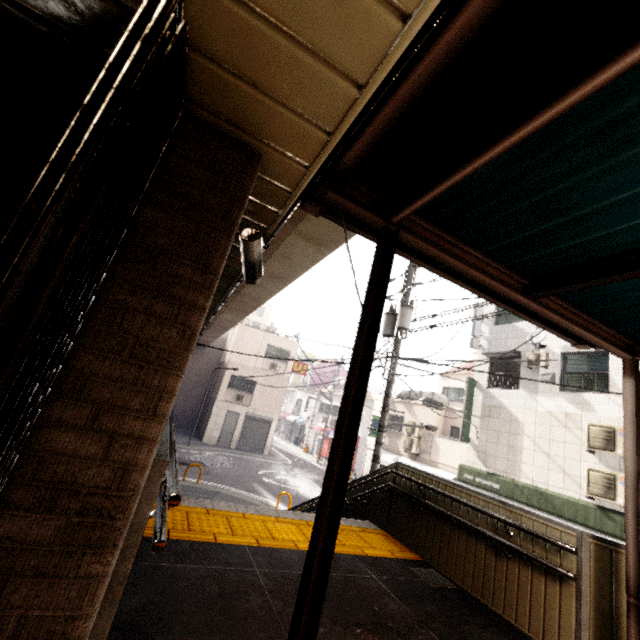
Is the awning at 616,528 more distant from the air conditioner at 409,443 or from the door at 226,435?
the door at 226,435

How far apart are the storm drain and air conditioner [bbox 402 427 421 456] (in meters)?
14.08

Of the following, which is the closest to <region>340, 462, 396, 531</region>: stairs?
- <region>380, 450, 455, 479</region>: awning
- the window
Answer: the window

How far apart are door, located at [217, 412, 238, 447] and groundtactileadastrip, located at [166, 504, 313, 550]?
19.7 meters

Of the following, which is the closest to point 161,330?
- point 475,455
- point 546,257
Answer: point 546,257

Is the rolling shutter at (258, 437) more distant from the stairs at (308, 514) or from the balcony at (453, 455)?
the stairs at (308, 514)

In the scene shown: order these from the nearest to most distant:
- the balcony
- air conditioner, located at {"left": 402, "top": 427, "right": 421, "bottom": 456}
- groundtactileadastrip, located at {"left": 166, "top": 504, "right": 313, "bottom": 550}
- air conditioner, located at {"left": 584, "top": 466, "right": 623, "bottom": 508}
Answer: groundtactileadastrip, located at {"left": 166, "top": 504, "right": 313, "bottom": 550}, air conditioner, located at {"left": 584, "top": 466, "right": 623, "bottom": 508}, the balcony, air conditioner, located at {"left": 402, "top": 427, "right": 421, "bottom": 456}

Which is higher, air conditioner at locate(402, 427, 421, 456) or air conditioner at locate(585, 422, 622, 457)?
air conditioner at locate(585, 422, 622, 457)
